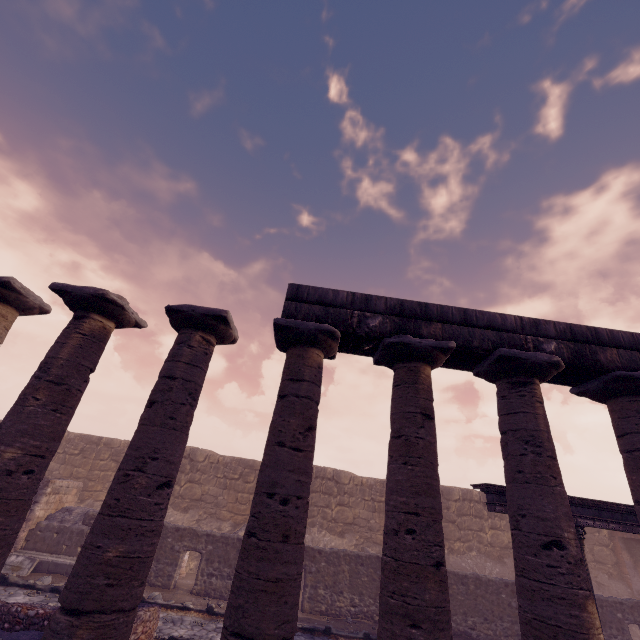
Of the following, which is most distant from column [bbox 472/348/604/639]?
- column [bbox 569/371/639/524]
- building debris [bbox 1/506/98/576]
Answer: building debris [bbox 1/506/98/576]

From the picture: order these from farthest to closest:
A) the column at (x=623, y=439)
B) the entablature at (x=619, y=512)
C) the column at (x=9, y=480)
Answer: the entablature at (x=619, y=512), the column at (x=623, y=439), the column at (x=9, y=480)

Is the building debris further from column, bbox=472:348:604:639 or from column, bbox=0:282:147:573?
column, bbox=472:348:604:639

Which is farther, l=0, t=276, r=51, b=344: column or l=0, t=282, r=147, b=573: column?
l=0, t=276, r=51, b=344: column

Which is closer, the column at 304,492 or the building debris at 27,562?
the column at 304,492

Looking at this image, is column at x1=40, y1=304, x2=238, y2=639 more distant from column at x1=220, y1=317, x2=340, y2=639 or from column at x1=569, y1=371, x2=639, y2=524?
column at x1=569, y1=371, x2=639, y2=524

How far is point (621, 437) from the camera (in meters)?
6.52

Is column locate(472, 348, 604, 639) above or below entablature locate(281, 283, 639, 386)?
below
